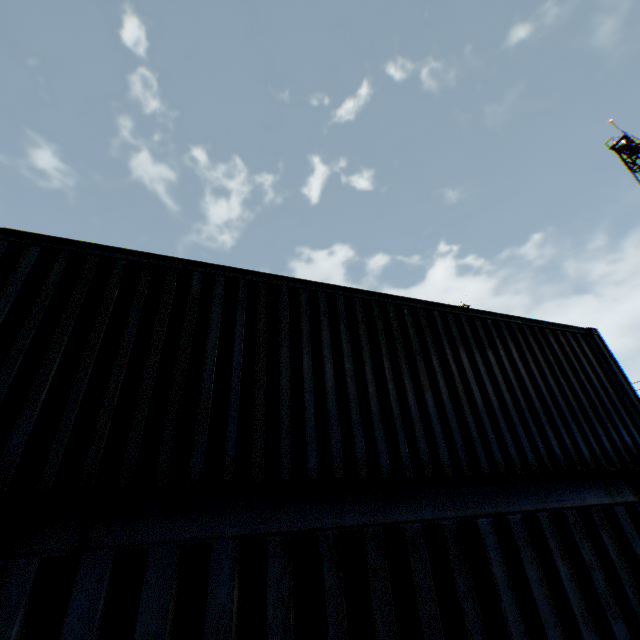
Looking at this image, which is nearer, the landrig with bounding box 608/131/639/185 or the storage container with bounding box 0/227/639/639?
the storage container with bounding box 0/227/639/639

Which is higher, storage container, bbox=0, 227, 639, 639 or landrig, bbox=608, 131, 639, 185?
landrig, bbox=608, 131, 639, 185

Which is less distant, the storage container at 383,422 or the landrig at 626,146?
the storage container at 383,422

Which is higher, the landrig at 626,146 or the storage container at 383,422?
the landrig at 626,146

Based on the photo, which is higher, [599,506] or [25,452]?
[25,452]
